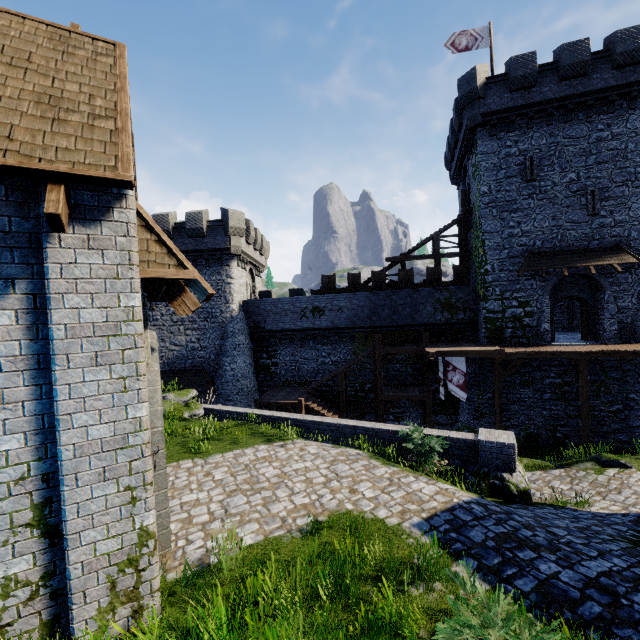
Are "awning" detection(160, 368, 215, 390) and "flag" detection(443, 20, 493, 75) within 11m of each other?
no

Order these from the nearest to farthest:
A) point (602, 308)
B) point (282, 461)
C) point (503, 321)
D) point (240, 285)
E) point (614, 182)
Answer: point (282, 461) < point (614, 182) < point (602, 308) < point (503, 321) < point (240, 285)

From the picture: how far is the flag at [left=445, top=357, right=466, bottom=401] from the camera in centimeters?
1869cm

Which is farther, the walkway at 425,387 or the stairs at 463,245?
the stairs at 463,245

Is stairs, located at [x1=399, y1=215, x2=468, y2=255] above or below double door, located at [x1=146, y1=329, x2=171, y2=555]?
above

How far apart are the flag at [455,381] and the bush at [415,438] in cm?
918

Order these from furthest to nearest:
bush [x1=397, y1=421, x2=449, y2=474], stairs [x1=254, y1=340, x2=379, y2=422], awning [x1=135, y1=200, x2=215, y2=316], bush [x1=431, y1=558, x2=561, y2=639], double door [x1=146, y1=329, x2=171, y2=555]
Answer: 1. stairs [x1=254, y1=340, x2=379, y2=422]
2. bush [x1=397, y1=421, x2=449, y2=474]
3. double door [x1=146, y1=329, x2=171, y2=555]
4. awning [x1=135, y1=200, x2=215, y2=316]
5. bush [x1=431, y1=558, x2=561, y2=639]

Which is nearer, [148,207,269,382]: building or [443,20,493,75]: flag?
[443,20,493,75]: flag
